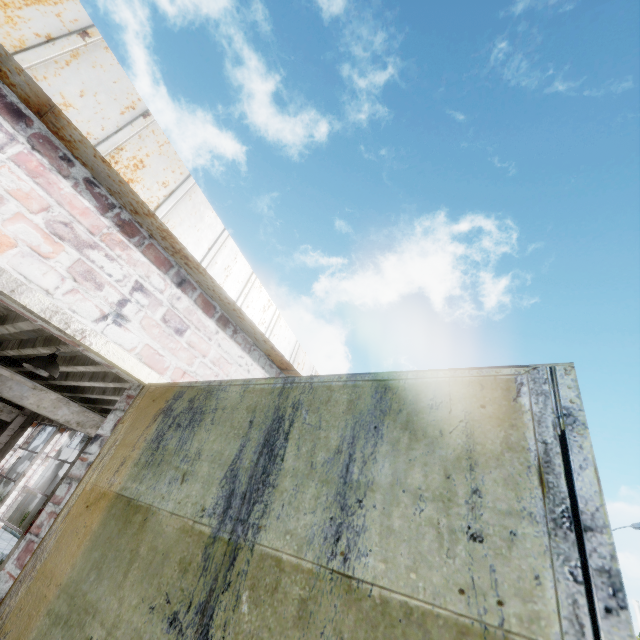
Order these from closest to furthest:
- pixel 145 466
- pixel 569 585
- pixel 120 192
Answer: pixel 569 585, pixel 145 466, pixel 120 192

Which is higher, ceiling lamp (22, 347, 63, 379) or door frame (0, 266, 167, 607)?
ceiling lamp (22, 347, 63, 379)

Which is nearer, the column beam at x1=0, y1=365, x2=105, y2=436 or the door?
the door

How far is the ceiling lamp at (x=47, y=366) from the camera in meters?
4.3

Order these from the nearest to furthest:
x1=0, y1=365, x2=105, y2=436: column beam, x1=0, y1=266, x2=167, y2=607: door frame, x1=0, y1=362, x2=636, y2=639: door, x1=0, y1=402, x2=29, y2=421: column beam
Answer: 1. x1=0, y1=362, x2=636, y2=639: door
2. x1=0, y1=266, x2=167, y2=607: door frame
3. x1=0, y1=365, x2=105, y2=436: column beam
4. x1=0, y1=402, x2=29, y2=421: column beam

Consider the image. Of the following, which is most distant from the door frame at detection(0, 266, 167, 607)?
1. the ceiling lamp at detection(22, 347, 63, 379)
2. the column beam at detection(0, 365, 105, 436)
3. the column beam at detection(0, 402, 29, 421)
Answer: the column beam at detection(0, 402, 29, 421)

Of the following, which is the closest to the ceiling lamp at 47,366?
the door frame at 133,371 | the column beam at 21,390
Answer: the column beam at 21,390

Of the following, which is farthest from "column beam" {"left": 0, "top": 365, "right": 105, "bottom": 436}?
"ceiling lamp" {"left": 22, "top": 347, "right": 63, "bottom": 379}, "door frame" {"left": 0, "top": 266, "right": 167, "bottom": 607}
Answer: "door frame" {"left": 0, "top": 266, "right": 167, "bottom": 607}
